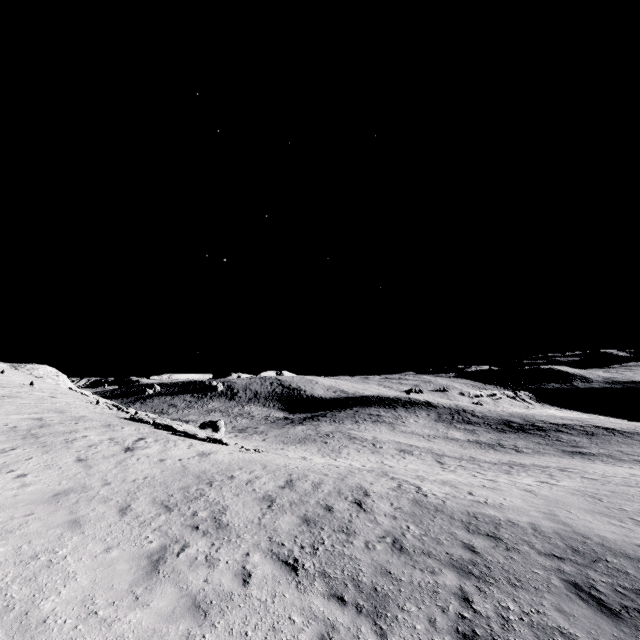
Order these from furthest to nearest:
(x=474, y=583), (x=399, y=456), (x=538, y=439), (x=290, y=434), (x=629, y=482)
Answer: (x=538, y=439)
(x=290, y=434)
(x=399, y=456)
(x=629, y=482)
(x=474, y=583)
